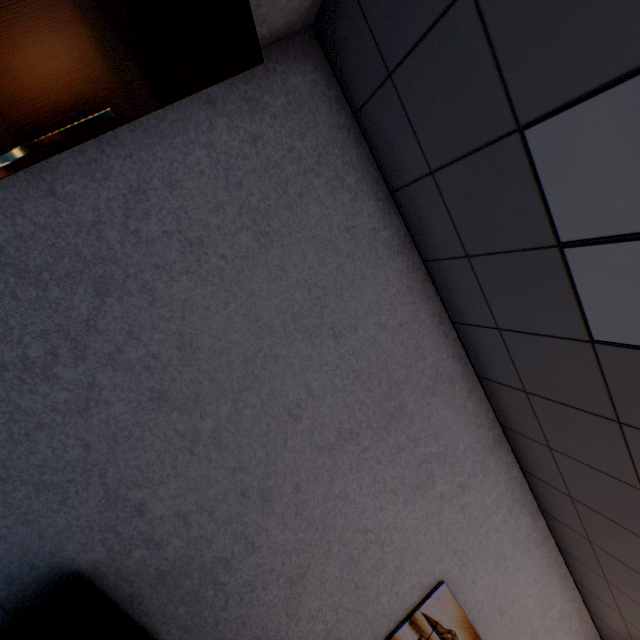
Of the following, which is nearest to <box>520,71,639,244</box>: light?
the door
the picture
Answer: the door

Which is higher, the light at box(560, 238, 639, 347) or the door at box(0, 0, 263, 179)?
the light at box(560, 238, 639, 347)

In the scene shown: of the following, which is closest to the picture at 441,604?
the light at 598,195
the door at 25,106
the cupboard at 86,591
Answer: the cupboard at 86,591

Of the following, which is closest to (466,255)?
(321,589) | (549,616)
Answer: (321,589)

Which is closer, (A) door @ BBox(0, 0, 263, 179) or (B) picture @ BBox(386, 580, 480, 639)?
(A) door @ BBox(0, 0, 263, 179)

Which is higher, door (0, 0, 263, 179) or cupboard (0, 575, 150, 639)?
door (0, 0, 263, 179)

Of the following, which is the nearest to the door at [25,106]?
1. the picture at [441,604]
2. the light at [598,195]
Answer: the light at [598,195]

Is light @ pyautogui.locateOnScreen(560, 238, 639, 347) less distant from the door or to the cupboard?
the door
